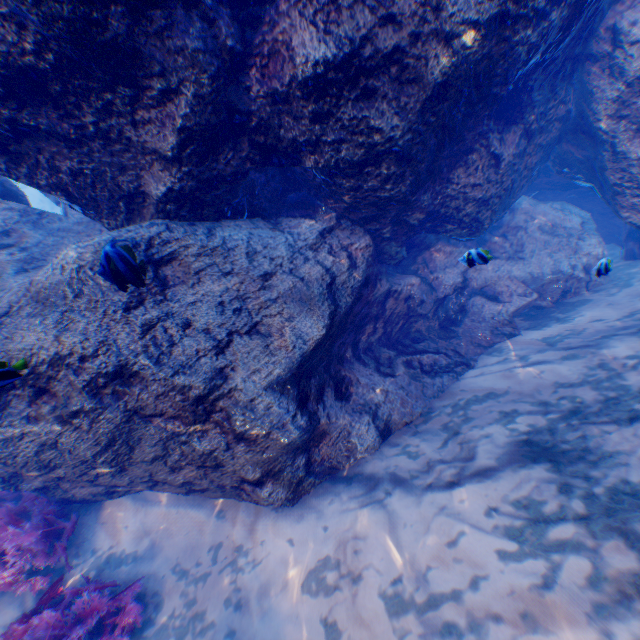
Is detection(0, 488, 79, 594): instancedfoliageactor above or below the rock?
below

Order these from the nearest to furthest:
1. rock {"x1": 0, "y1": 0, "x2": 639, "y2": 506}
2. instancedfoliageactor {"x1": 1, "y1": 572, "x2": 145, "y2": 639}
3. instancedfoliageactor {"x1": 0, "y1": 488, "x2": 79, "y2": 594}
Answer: rock {"x1": 0, "y1": 0, "x2": 639, "y2": 506} → instancedfoliageactor {"x1": 1, "y1": 572, "x2": 145, "y2": 639} → instancedfoliageactor {"x1": 0, "y1": 488, "x2": 79, "y2": 594}

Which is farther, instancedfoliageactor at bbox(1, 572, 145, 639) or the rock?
instancedfoliageactor at bbox(1, 572, 145, 639)

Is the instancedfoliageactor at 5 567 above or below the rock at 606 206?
below

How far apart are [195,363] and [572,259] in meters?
7.3

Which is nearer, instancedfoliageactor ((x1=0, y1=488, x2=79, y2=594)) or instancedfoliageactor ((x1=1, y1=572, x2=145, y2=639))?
instancedfoliageactor ((x1=1, y1=572, x2=145, y2=639))
